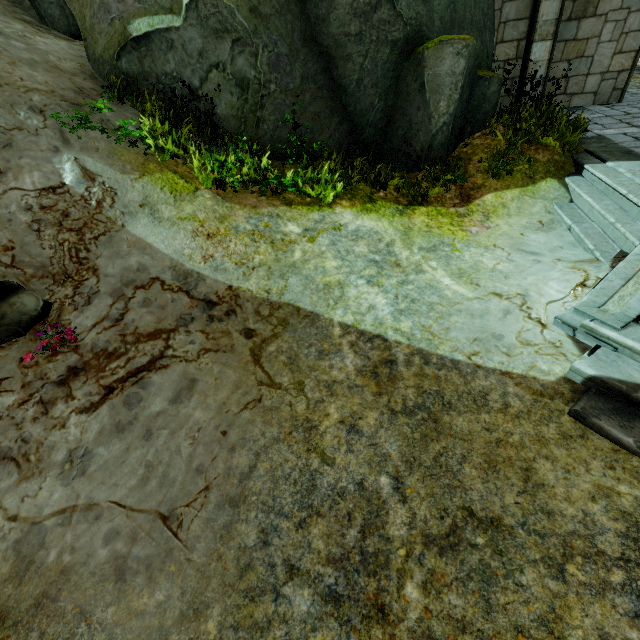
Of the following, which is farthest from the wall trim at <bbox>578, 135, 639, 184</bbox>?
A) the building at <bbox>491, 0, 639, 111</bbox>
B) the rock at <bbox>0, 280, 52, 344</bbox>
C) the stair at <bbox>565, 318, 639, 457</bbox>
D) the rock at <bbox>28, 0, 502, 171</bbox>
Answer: the rock at <bbox>0, 280, 52, 344</bbox>

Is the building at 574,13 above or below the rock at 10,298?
above

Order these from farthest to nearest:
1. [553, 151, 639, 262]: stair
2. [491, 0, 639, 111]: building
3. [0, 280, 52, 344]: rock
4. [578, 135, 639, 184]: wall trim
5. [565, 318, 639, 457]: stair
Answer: [491, 0, 639, 111]: building < [578, 135, 639, 184]: wall trim < [553, 151, 639, 262]: stair < [0, 280, 52, 344]: rock < [565, 318, 639, 457]: stair

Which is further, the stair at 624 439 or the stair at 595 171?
the stair at 595 171

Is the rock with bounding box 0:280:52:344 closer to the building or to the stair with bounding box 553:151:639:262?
the building

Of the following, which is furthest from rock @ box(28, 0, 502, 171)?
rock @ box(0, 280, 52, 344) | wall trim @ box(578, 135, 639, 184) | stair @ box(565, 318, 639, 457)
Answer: stair @ box(565, 318, 639, 457)

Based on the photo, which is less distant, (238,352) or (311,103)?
(238,352)

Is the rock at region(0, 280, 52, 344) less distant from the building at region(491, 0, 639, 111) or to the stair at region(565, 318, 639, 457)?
the building at region(491, 0, 639, 111)
